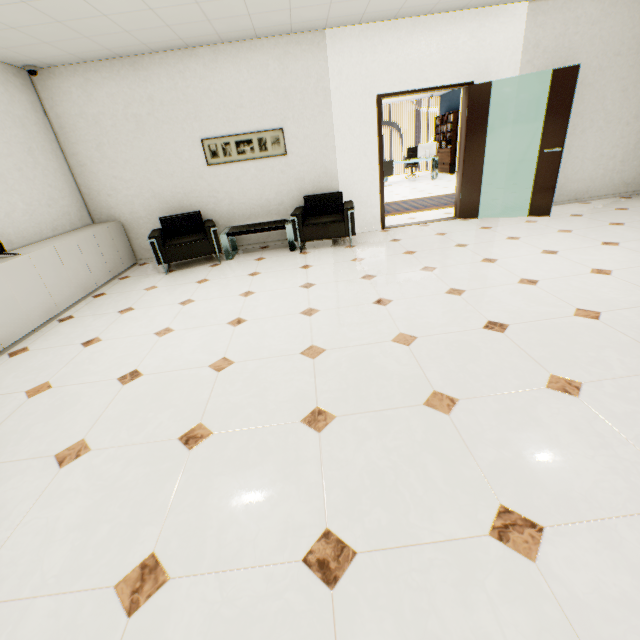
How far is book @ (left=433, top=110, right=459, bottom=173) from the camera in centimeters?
1253cm

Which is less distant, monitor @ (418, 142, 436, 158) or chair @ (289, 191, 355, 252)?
chair @ (289, 191, 355, 252)

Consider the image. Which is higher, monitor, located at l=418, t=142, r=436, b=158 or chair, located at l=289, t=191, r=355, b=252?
monitor, located at l=418, t=142, r=436, b=158

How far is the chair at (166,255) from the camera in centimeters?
497cm

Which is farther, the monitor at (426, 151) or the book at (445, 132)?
the book at (445, 132)

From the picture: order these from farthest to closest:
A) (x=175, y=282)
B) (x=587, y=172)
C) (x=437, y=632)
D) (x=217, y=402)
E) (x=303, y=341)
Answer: (x=587, y=172) < (x=175, y=282) < (x=303, y=341) < (x=217, y=402) < (x=437, y=632)

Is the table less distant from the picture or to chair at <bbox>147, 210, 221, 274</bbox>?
chair at <bbox>147, 210, 221, 274</bbox>

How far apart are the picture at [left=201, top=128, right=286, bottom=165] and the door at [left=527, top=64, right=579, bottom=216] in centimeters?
397cm
